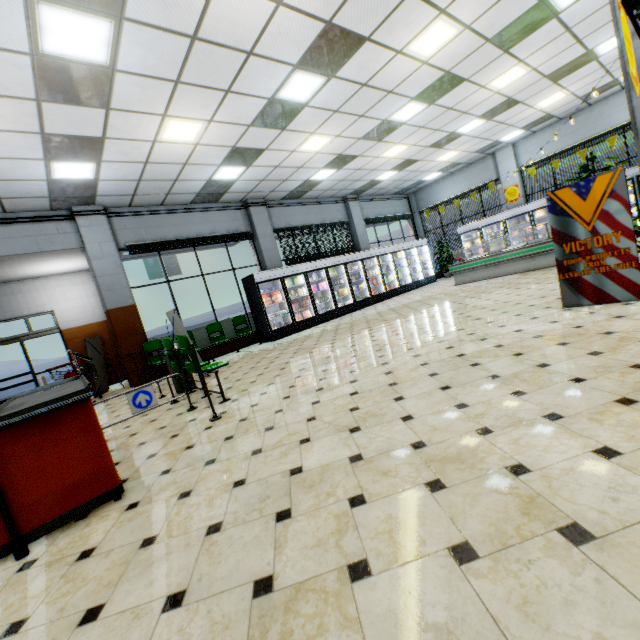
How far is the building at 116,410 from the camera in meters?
5.6 m

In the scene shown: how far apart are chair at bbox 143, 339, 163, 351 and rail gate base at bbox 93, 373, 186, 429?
5.73m

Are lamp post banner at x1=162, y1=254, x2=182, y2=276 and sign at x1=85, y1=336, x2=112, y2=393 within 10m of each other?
no

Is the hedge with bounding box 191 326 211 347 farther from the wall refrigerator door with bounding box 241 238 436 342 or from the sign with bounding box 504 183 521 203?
the sign with bounding box 504 183 521 203

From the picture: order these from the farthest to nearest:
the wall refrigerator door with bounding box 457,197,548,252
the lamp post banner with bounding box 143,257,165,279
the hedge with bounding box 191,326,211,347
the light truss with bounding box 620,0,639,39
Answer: the lamp post banner with bounding box 143,257,165,279
the wall refrigerator door with bounding box 457,197,548,252
the hedge with bounding box 191,326,211,347
the light truss with bounding box 620,0,639,39

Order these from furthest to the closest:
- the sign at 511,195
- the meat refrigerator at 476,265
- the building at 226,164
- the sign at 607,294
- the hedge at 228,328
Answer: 1. the sign at 511,195
2. the hedge at 228,328
3. the meat refrigerator at 476,265
4. the sign at 607,294
5. the building at 226,164

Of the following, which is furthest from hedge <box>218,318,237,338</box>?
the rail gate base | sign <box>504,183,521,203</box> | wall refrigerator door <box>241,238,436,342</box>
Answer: the rail gate base

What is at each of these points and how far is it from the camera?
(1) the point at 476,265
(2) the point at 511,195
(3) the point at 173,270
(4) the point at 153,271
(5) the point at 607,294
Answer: (1) meat refrigerator, 11.12m
(2) sign, 14.10m
(3) lamp post banner, 23.38m
(4) lamp post banner, 22.55m
(5) sign, 4.24m
